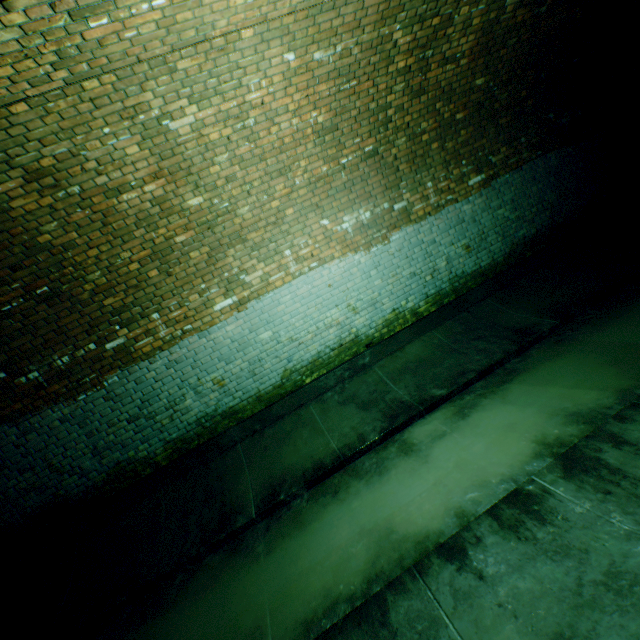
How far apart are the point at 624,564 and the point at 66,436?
6.03m
